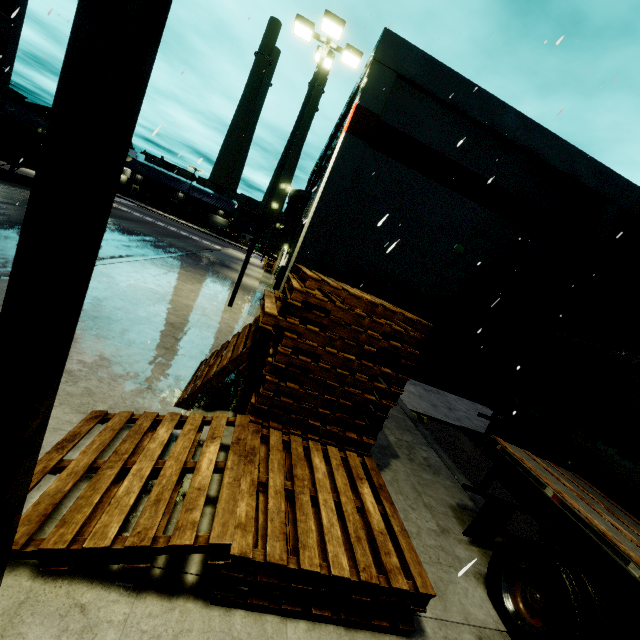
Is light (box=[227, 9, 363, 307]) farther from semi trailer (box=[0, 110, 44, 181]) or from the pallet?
semi trailer (box=[0, 110, 44, 181])

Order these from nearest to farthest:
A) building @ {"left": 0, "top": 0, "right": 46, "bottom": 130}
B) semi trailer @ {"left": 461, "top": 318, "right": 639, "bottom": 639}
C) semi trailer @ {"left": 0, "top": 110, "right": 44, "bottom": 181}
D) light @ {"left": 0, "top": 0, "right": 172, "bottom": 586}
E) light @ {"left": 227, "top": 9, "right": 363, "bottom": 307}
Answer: light @ {"left": 0, "top": 0, "right": 172, "bottom": 586} < semi trailer @ {"left": 461, "top": 318, "right": 639, "bottom": 639} < light @ {"left": 227, "top": 9, "right": 363, "bottom": 307} < semi trailer @ {"left": 0, "top": 110, "right": 44, "bottom": 181} < building @ {"left": 0, "top": 0, "right": 46, "bottom": 130}

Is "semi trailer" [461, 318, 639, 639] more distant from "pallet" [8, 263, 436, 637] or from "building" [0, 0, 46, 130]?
"pallet" [8, 263, 436, 637]

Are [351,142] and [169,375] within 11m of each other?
yes

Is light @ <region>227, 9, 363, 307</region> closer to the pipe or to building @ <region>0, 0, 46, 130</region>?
building @ <region>0, 0, 46, 130</region>

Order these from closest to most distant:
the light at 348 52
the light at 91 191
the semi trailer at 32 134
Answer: the light at 91 191 → the light at 348 52 → the semi trailer at 32 134

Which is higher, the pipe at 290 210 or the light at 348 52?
the light at 348 52
